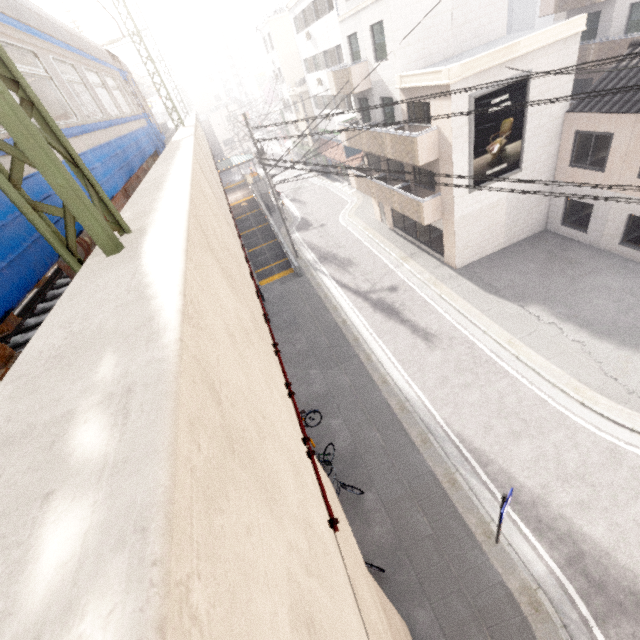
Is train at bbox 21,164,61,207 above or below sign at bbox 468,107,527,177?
above

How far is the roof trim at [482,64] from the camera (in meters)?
12.17

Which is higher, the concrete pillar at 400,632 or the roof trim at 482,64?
the roof trim at 482,64

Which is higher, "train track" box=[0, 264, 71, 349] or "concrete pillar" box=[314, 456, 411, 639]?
"train track" box=[0, 264, 71, 349]

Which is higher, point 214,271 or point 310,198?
point 214,271

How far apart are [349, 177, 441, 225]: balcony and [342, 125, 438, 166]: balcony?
1.6 meters

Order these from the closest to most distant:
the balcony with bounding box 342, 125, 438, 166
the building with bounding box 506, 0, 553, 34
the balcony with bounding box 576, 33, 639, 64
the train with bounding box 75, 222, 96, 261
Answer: the train with bounding box 75, 222, 96, 261 → the balcony with bounding box 342, 125, 438, 166 → the balcony with bounding box 576, 33, 639, 64 → the building with bounding box 506, 0, 553, 34

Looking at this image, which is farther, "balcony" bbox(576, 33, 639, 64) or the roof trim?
"balcony" bbox(576, 33, 639, 64)
